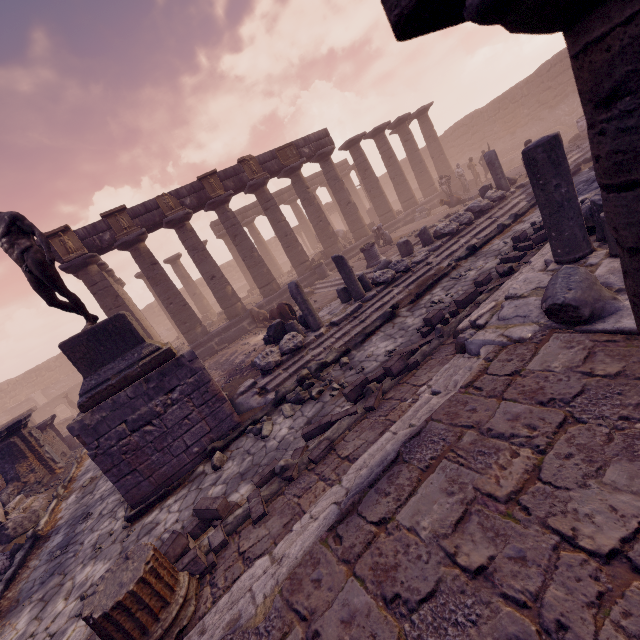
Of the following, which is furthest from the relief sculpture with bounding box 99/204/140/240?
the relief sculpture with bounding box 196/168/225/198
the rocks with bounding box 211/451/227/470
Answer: the rocks with bounding box 211/451/227/470

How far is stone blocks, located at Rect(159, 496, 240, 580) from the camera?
3.4m

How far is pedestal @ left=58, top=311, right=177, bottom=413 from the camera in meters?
5.8

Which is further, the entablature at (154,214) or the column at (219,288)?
the column at (219,288)

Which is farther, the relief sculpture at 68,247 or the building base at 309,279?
the building base at 309,279

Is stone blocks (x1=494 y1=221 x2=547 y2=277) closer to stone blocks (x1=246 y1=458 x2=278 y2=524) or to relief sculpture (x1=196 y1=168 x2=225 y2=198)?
stone blocks (x1=246 y1=458 x2=278 y2=524)

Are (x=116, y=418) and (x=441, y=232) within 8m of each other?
no

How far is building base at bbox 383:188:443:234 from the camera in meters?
20.0
